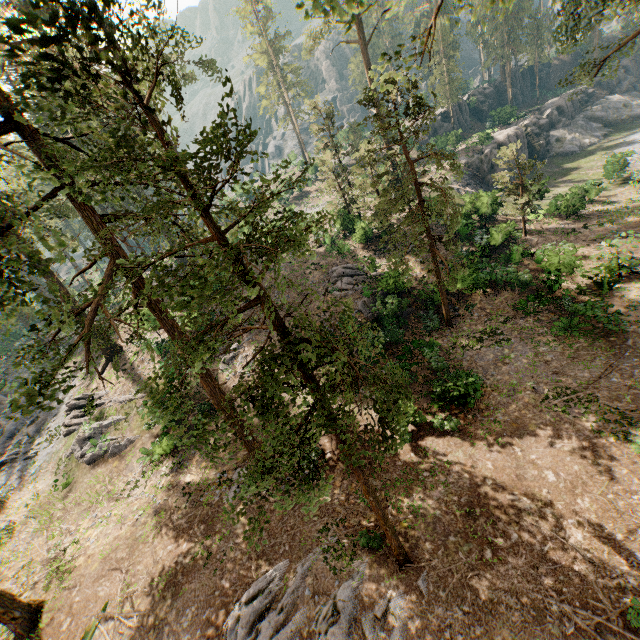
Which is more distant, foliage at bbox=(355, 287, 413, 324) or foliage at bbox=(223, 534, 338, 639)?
foliage at bbox=(355, 287, 413, 324)

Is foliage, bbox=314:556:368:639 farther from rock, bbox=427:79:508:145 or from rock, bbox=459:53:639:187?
rock, bbox=459:53:639:187

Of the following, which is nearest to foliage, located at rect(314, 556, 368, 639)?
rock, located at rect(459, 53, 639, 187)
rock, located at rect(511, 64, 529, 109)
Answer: rock, located at rect(511, 64, 529, 109)

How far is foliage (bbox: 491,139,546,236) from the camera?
23.61m

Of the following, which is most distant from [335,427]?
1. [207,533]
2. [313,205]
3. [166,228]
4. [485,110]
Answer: [485,110]

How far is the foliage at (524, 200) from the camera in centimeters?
2361cm

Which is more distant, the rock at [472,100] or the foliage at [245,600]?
the rock at [472,100]

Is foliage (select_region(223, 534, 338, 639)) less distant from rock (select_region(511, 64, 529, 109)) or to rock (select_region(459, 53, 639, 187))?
rock (select_region(511, 64, 529, 109))
